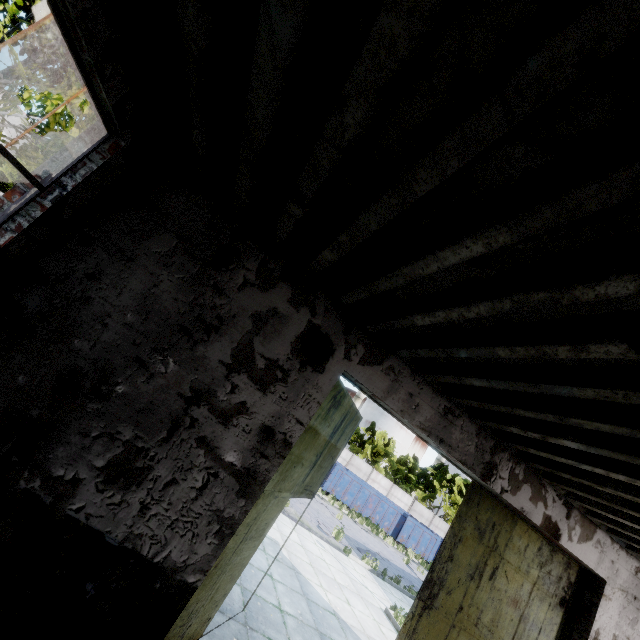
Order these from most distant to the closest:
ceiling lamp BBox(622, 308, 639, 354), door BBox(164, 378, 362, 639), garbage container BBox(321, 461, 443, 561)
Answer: garbage container BBox(321, 461, 443, 561)
door BBox(164, 378, 362, 639)
ceiling lamp BBox(622, 308, 639, 354)

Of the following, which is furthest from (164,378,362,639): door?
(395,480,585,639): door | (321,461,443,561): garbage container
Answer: (321,461,443,561): garbage container

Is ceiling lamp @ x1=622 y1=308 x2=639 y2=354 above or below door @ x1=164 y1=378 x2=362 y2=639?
above

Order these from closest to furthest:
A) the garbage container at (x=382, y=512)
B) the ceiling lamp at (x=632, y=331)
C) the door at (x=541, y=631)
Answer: the ceiling lamp at (x=632, y=331) → the door at (x=541, y=631) → the garbage container at (x=382, y=512)

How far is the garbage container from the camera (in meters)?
24.45

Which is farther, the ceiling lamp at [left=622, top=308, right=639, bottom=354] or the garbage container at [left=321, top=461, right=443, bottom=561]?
the garbage container at [left=321, top=461, right=443, bottom=561]

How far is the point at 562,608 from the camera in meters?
5.1 m

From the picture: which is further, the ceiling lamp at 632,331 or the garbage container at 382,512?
the garbage container at 382,512
